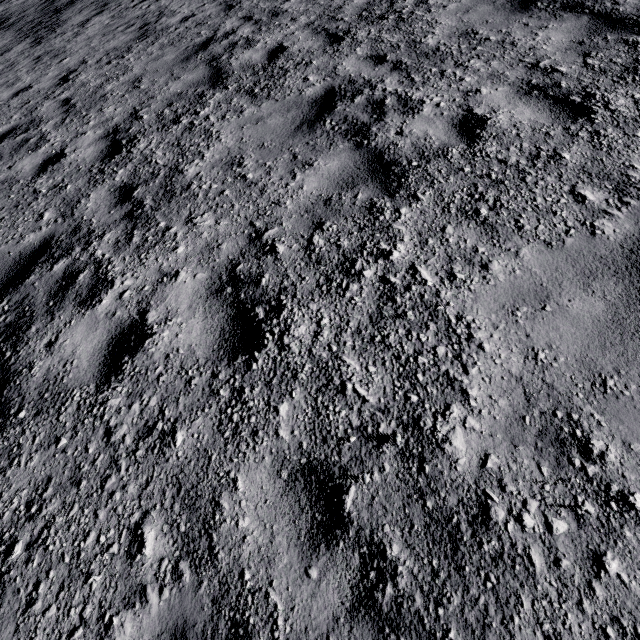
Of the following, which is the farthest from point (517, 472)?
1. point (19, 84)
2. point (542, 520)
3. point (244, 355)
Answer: point (19, 84)
